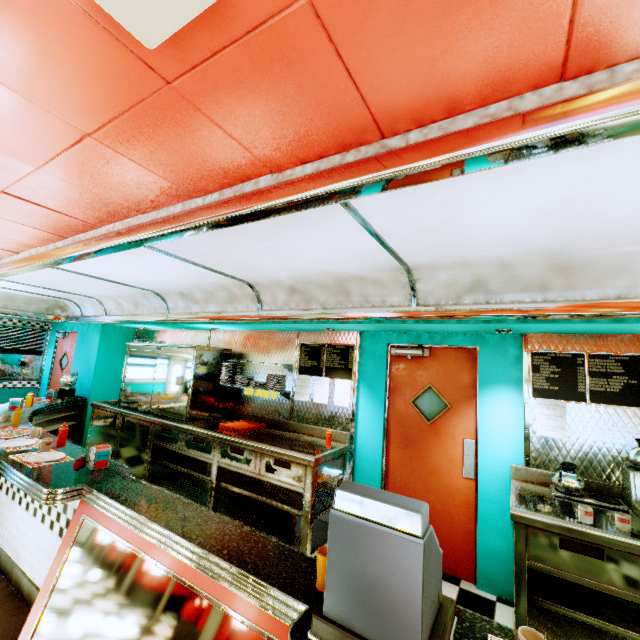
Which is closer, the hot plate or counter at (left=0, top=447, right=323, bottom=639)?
counter at (left=0, top=447, right=323, bottom=639)

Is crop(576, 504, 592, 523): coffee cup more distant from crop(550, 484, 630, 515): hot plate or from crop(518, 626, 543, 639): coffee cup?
crop(518, 626, 543, 639): coffee cup

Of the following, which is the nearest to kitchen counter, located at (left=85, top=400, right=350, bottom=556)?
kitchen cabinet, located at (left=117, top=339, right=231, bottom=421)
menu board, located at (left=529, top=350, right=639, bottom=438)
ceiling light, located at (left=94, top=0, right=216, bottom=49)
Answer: kitchen cabinet, located at (left=117, top=339, right=231, bottom=421)

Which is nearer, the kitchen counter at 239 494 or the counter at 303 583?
the counter at 303 583

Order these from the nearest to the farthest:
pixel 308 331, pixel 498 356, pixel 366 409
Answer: pixel 498 356 → pixel 366 409 → pixel 308 331

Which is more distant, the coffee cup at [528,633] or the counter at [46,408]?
the counter at [46,408]

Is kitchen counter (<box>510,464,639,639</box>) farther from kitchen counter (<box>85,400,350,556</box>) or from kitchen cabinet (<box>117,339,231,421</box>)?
kitchen cabinet (<box>117,339,231,421</box>)

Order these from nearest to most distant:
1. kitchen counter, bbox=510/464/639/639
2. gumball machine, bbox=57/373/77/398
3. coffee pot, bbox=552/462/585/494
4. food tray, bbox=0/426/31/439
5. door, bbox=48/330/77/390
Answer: kitchen counter, bbox=510/464/639/639 < coffee pot, bbox=552/462/585/494 < food tray, bbox=0/426/31/439 < gumball machine, bbox=57/373/77/398 < door, bbox=48/330/77/390
